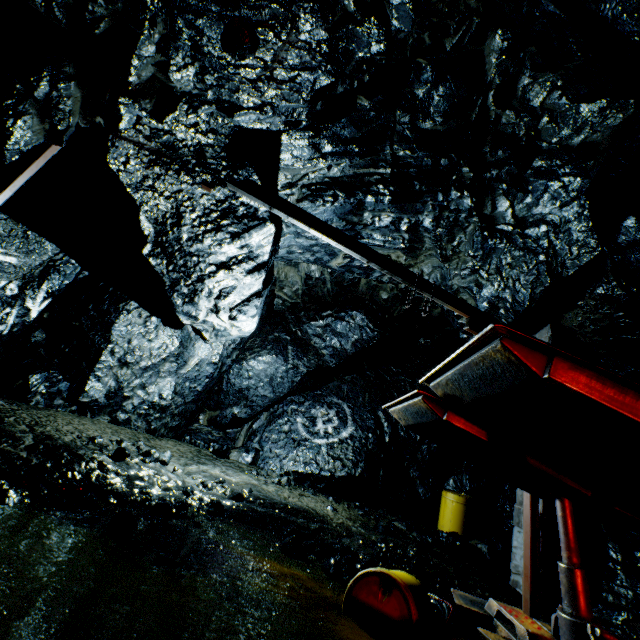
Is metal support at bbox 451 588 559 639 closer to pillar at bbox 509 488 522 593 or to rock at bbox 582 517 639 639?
rock at bbox 582 517 639 639

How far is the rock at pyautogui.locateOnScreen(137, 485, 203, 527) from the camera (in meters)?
4.26

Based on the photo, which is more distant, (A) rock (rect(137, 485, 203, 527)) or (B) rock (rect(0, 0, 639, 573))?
(A) rock (rect(137, 485, 203, 527))

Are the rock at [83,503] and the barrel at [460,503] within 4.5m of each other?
no

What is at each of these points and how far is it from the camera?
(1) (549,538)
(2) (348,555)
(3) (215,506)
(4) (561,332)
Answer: (1) pillar, 5.7m
(2) rock, 5.1m
(3) rock, 5.4m
(4) pillar, 7.2m

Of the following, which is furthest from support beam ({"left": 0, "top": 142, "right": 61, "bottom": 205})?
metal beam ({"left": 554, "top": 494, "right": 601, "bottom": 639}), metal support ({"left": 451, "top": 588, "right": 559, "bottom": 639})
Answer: metal beam ({"left": 554, "top": 494, "right": 601, "bottom": 639})

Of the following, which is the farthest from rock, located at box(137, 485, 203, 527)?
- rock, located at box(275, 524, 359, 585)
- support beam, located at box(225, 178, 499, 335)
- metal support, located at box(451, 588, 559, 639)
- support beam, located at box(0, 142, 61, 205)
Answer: support beam, located at box(225, 178, 499, 335)

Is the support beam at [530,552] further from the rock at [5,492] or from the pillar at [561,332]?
the rock at [5,492]
